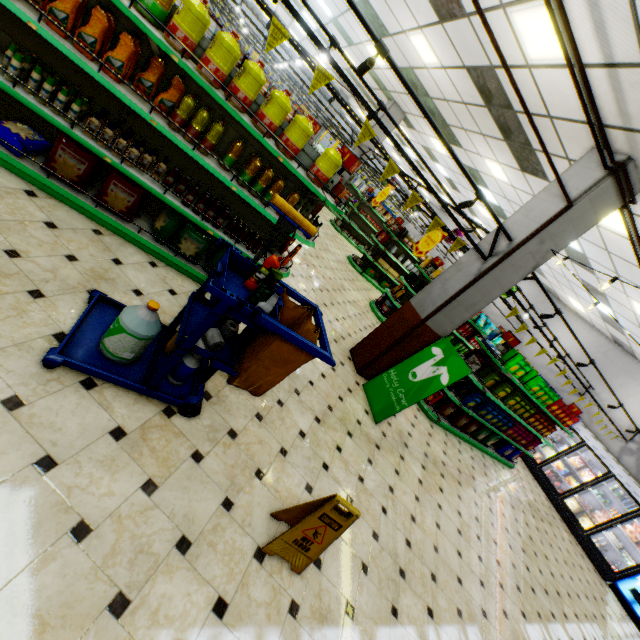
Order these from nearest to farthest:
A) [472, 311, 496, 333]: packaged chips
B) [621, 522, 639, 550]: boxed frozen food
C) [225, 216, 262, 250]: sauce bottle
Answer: [225, 216, 262, 250]: sauce bottle → [621, 522, 639, 550]: boxed frozen food → [472, 311, 496, 333]: packaged chips

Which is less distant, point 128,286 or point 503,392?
point 128,286

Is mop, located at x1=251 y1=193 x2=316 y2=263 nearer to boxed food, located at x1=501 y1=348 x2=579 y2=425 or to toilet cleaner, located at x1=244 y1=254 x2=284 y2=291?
toilet cleaner, located at x1=244 y1=254 x2=284 y2=291

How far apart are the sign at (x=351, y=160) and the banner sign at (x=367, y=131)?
0.25m

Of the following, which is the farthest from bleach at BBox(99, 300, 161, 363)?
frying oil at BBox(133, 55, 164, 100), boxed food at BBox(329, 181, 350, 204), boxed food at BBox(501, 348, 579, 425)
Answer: boxed food at BBox(501, 348, 579, 425)

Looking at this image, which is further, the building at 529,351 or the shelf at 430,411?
the building at 529,351

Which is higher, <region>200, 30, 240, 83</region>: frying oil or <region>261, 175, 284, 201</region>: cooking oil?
<region>200, 30, 240, 83</region>: frying oil

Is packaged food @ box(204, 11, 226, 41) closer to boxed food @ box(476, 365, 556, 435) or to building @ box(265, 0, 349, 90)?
building @ box(265, 0, 349, 90)
